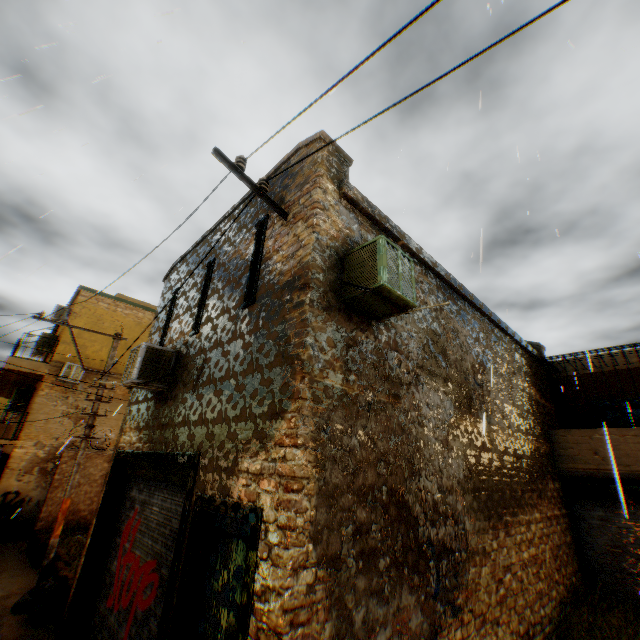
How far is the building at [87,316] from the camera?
7.8m

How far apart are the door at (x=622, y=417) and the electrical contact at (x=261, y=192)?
13.18m

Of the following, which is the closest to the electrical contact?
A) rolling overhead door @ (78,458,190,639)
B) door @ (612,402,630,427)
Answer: rolling overhead door @ (78,458,190,639)

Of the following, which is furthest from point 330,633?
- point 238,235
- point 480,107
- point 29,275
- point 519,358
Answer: point 519,358

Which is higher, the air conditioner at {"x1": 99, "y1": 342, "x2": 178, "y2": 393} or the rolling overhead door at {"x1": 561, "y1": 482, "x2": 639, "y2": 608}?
the air conditioner at {"x1": 99, "y1": 342, "x2": 178, "y2": 393}

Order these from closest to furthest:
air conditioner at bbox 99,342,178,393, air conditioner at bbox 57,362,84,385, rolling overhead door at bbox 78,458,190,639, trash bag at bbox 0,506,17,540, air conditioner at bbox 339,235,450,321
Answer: air conditioner at bbox 339,235,450,321 → rolling overhead door at bbox 78,458,190,639 → air conditioner at bbox 99,342,178,393 → trash bag at bbox 0,506,17,540 → air conditioner at bbox 57,362,84,385

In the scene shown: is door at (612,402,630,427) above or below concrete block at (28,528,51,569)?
above

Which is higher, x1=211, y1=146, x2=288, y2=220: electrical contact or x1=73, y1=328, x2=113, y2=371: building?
x1=73, y1=328, x2=113, y2=371: building
